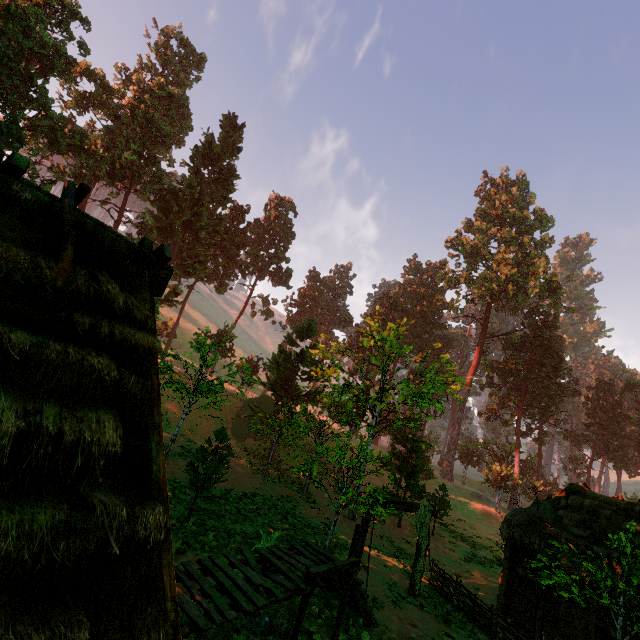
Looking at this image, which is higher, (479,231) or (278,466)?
(479,231)

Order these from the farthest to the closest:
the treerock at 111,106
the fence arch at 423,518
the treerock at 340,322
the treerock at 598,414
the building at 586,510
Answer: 1. the treerock at 340,322
2. the treerock at 598,414
3. the treerock at 111,106
4. the fence arch at 423,518
5. the building at 586,510

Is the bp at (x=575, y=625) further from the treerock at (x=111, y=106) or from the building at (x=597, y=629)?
the treerock at (x=111, y=106)

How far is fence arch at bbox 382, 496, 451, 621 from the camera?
13.3m

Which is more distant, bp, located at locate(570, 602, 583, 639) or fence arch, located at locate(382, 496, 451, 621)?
fence arch, located at locate(382, 496, 451, 621)

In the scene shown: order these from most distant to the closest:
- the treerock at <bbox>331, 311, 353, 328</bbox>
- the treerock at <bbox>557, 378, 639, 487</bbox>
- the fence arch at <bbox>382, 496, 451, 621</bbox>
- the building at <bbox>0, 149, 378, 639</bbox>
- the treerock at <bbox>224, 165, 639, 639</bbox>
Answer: the treerock at <bbox>331, 311, 353, 328</bbox> < the treerock at <bbox>557, 378, 639, 487</bbox> < the fence arch at <bbox>382, 496, 451, 621</bbox> < the treerock at <bbox>224, 165, 639, 639</bbox> < the building at <bbox>0, 149, 378, 639</bbox>

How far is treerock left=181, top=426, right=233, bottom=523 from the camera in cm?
1241

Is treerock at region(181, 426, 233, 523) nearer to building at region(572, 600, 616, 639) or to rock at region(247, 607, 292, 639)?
building at region(572, 600, 616, 639)
